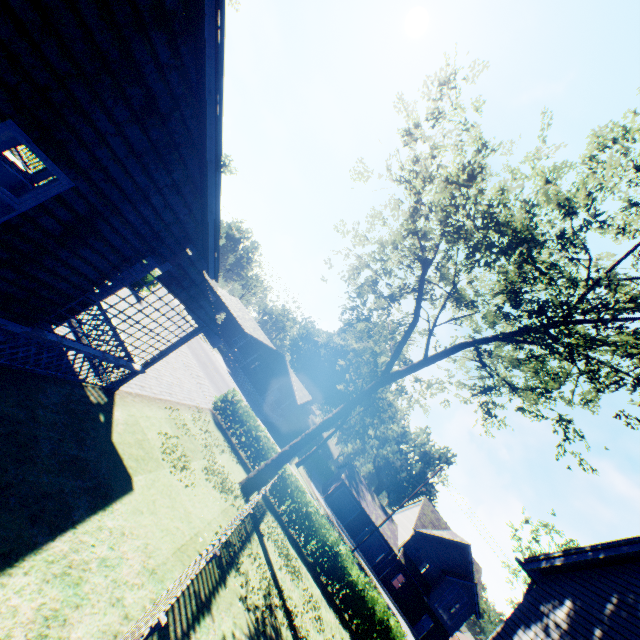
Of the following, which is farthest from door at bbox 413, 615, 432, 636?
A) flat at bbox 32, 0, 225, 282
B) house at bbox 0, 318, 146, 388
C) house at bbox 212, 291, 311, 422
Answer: flat at bbox 32, 0, 225, 282

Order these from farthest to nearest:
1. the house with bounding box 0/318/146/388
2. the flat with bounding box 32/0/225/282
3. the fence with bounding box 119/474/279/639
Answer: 1. the house with bounding box 0/318/146/388
2. the fence with bounding box 119/474/279/639
3. the flat with bounding box 32/0/225/282

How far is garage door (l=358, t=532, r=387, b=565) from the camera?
39.38m

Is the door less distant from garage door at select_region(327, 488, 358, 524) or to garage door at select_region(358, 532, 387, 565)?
garage door at select_region(358, 532, 387, 565)

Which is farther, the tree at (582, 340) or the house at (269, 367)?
the house at (269, 367)

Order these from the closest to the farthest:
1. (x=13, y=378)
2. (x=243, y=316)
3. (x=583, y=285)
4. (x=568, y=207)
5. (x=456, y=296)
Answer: (x=13, y=378) < (x=568, y=207) < (x=583, y=285) < (x=456, y=296) < (x=243, y=316)

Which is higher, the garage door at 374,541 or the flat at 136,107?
the flat at 136,107

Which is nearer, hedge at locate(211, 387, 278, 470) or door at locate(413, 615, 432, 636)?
hedge at locate(211, 387, 278, 470)
